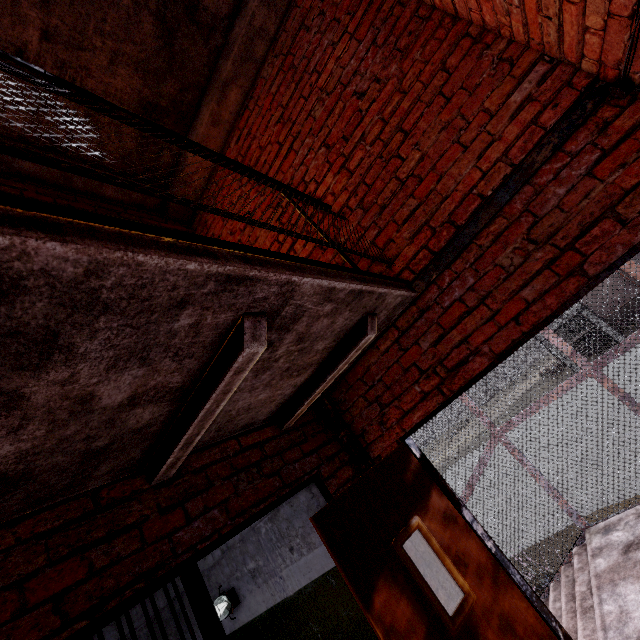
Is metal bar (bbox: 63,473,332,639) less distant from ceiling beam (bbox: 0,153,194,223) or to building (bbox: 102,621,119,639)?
building (bbox: 102,621,119,639)

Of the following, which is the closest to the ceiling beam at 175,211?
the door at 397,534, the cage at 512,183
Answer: the cage at 512,183

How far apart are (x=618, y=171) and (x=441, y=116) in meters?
1.1 m

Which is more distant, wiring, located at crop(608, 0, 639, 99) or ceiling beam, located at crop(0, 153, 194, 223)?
ceiling beam, located at crop(0, 153, 194, 223)

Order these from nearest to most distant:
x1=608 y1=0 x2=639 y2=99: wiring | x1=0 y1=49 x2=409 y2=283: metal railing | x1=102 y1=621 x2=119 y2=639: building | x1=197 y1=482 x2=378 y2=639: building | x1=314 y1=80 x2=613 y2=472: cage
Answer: x1=0 y1=49 x2=409 y2=283: metal railing < x1=608 y1=0 x2=639 y2=99: wiring < x1=314 y1=80 x2=613 y2=472: cage < x1=197 y1=482 x2=378 y2=639: building < x1=102 y1=621 x2=119 y2=639: building

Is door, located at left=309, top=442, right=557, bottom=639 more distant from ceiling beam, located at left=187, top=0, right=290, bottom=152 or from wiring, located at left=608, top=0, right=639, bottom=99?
ceiling beam, located at left=187, top=0, right=290, bottom=152

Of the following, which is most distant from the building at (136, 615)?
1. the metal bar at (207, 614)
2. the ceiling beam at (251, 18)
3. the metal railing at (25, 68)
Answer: the ceiling beam at (251, 18)

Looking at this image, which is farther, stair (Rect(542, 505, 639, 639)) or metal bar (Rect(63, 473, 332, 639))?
stair (Rect(542, 505, 639, 639))
